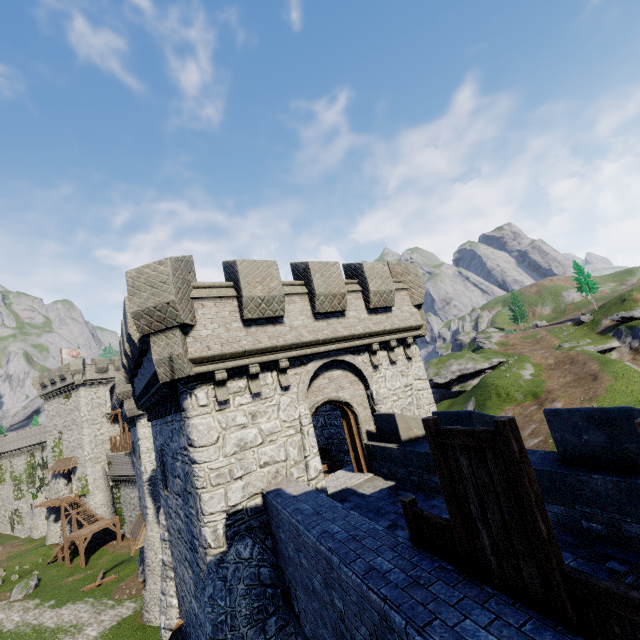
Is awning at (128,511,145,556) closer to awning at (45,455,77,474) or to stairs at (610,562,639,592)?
awning at (45,455,77,474)

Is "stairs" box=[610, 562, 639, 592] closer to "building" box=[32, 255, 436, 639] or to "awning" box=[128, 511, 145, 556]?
"building" box=[32, 255, 436, 639]

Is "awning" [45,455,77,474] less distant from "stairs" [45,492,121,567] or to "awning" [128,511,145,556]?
"stairs" [45,492,121,567]

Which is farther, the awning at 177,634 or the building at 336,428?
the awning at 177,634

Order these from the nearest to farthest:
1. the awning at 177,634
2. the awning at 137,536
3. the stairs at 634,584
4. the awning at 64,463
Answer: the stairs at 634,584 < the awning at 177,634 < the awning at 137,536 < the awning at 64,463

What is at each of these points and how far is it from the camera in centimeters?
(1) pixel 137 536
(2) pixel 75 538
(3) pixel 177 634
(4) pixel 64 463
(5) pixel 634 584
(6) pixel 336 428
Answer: (1) awning, 2495cm
(2) stairs, 3447cm
(3) awning, 1220cm
(4) awning, 4262cm
(5) stairs, 394cm
(6) building, 1677cm

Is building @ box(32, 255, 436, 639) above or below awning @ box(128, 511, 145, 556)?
above

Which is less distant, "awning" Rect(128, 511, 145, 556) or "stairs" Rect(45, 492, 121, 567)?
"awning" Rect(128, 511, 145, 556)
